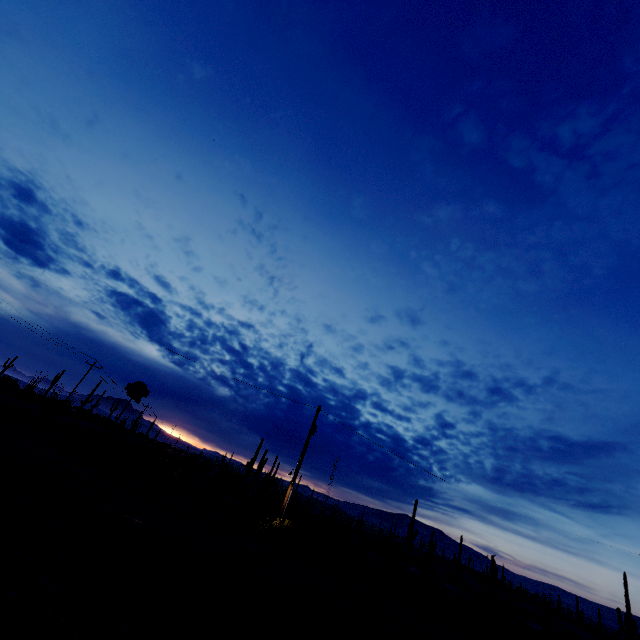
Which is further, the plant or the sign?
the plant

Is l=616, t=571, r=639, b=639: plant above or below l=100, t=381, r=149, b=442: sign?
below

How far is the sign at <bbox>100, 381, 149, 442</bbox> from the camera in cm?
1972

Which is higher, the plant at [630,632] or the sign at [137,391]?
the sign at [137,391]

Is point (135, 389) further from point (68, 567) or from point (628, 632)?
point (628, 632)

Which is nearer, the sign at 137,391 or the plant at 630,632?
the sign at 137,391
